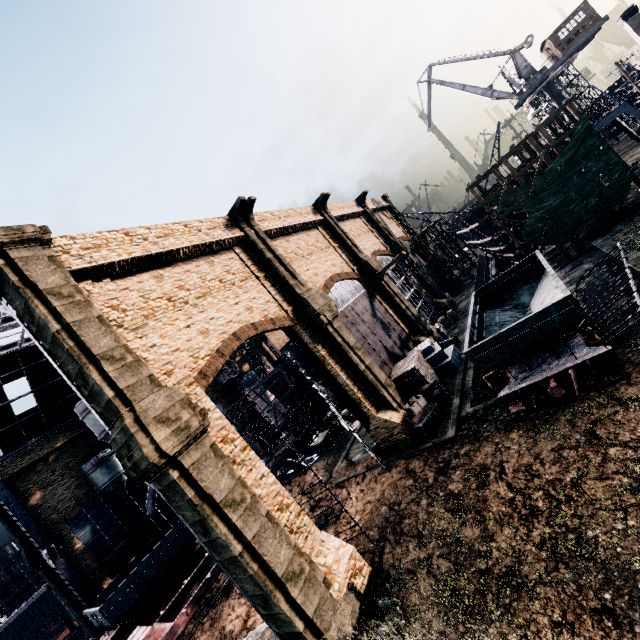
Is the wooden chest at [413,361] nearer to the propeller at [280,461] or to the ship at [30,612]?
the propeller at [280,461]

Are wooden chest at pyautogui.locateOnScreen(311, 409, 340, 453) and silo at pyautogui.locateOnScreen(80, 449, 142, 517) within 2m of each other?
no

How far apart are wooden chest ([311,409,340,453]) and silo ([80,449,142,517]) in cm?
1869

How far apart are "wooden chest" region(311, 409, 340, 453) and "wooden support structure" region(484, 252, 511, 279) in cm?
2731

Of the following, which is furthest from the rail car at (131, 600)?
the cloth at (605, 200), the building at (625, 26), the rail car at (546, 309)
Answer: the cloth at (605, 200)

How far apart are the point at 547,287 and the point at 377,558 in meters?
17.8

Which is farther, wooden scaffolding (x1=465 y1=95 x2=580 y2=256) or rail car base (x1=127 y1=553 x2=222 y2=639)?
wooden scaffolding (x1=465 y1=95 x2=580 y2=256)

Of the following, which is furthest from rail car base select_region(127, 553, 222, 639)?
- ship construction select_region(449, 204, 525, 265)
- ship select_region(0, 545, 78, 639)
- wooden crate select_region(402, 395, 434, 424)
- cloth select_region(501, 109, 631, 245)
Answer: ship select_region(0, 545, 78, 639)
